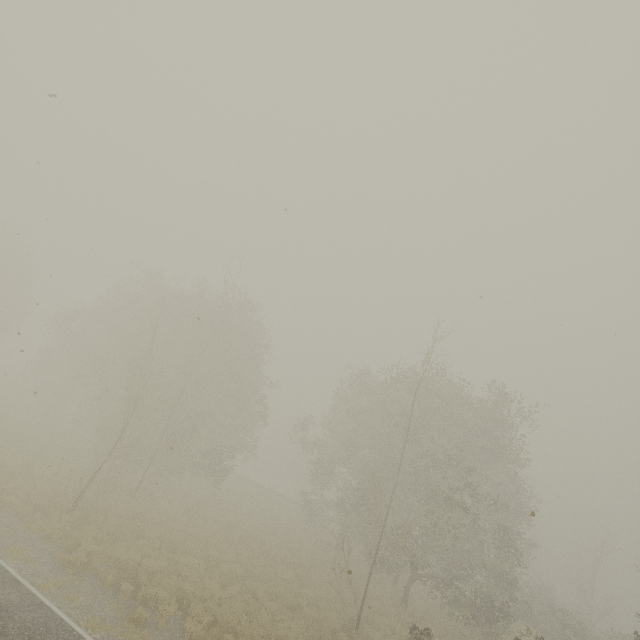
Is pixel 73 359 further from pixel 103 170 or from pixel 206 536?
pixel 103 170
